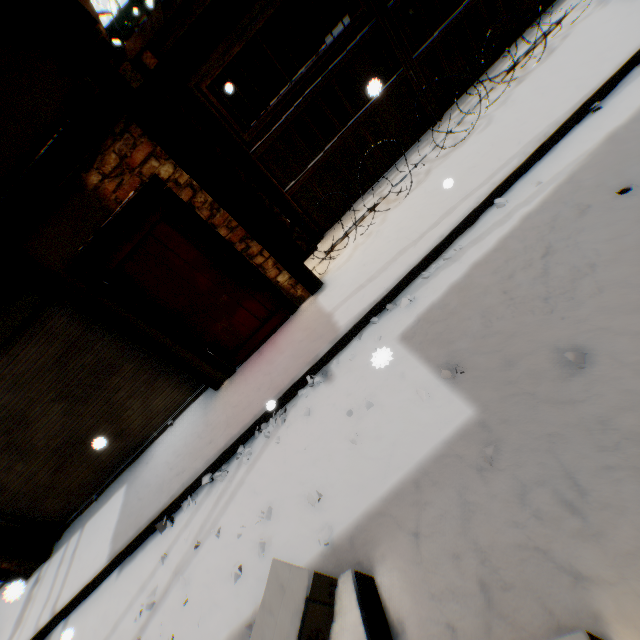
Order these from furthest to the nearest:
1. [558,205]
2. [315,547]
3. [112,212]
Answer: [112,212] < [558,205] < [315,547]

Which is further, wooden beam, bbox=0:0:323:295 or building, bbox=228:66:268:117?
building, bbox=228:66:268:117

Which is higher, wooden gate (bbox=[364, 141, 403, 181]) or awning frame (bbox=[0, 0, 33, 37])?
awning frame (bbox=[0, 0, 33, 37])

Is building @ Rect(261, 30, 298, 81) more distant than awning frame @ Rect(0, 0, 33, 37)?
Yes

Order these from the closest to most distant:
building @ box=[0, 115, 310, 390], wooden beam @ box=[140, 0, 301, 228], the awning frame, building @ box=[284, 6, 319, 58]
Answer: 1. the awning frame
2. building @ box=[0, 115, 310, 390]
3. wooden beam @ box=[140, 0, 301, 228]
4. building @ box=[284, 6, 319, 58]

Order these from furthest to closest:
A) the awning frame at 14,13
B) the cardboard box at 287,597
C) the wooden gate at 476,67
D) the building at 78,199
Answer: the wooden gate at 476,67
the building at 78,199
the awning frame at 14,13
the cardboard box at 287,597

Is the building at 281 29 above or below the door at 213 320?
above

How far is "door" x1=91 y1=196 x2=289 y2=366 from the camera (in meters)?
3.96
